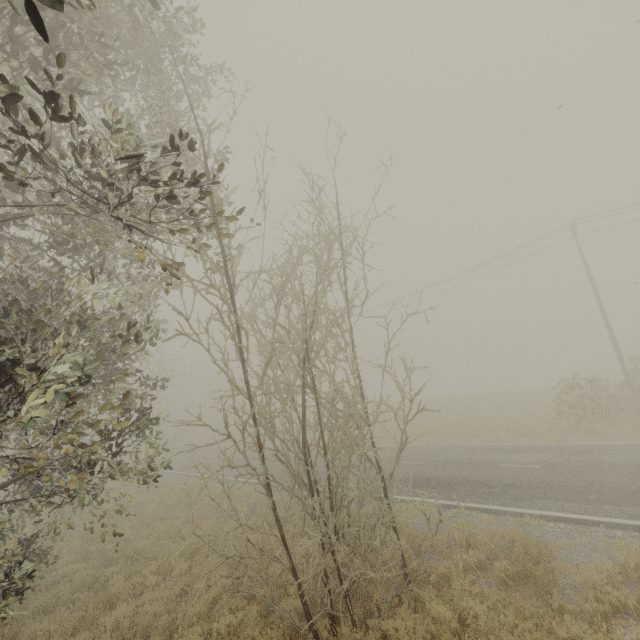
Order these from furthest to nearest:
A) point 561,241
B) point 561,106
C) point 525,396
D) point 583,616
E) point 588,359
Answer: point 588,359
point 525,396
point 561,241
point 561,106
point 583,616
